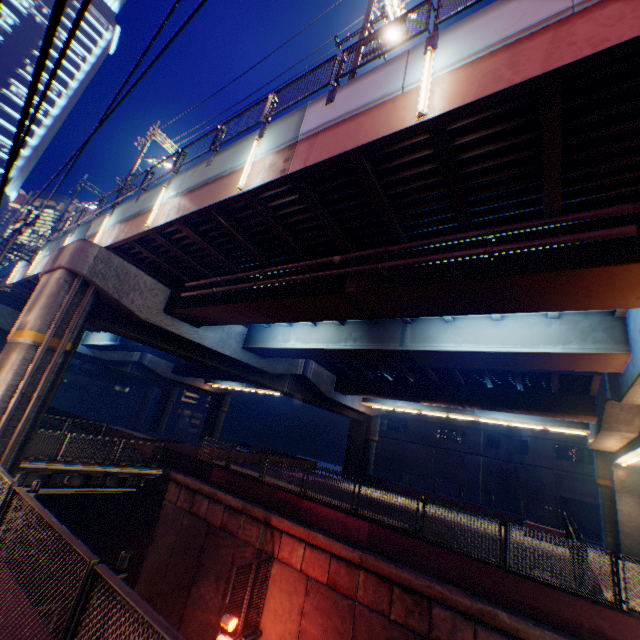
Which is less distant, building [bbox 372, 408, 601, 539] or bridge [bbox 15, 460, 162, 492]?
bridge [bbox 15, 460, 162, 492]

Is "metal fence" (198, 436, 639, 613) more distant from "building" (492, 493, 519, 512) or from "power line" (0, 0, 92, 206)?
"building" (492, 493, 519, 512)

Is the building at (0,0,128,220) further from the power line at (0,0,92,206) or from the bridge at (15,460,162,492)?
the power line at (0,0,92,206)

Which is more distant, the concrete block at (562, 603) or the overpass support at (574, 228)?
the concrete block at (562, 603)

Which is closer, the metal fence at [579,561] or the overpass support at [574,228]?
the overpass support at [574,228]

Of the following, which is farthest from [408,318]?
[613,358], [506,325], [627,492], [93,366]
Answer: [93,366]

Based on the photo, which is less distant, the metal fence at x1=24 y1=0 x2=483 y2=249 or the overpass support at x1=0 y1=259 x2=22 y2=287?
the metal fence at x1=24 y1=0 x2=483 y2=249

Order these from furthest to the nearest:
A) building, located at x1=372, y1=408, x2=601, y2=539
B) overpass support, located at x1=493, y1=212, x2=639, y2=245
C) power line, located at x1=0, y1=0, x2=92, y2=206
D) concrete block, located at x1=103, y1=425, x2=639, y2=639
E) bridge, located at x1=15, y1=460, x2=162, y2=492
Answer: building, located at x1=372, y1=408, x2=601, y2=539 → bridge, located at x1=15, y1=460, x2=162, y2=492 → concrete block, located at x1=103, y1=425, x2=639, y2=639 → overpass support, located at x1=493, y1=212, x2=639, y2=245 → power line, located at x1=0, y1=0, x2=92, y2=206
